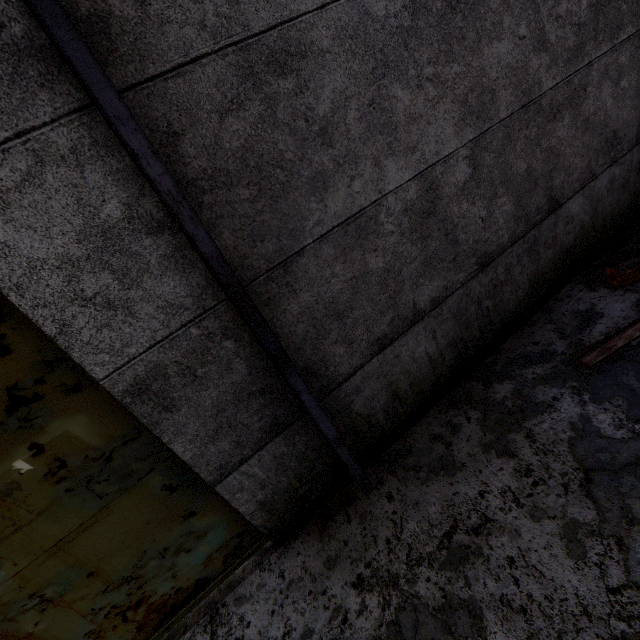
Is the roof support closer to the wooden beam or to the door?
the door

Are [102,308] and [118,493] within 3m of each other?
yes

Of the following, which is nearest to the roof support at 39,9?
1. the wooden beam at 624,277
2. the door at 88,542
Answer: the door at 88,542

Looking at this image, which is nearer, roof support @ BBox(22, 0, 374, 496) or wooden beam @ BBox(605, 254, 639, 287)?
roof support @ BBox(22, 0, 374, 496)

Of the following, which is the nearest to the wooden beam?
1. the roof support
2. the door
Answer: the roof support

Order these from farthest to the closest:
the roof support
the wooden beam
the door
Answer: the wooden beam, the door, the roof support

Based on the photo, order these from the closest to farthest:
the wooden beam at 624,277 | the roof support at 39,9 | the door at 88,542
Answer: the roof support at 39,9 < the door at 88,542 < the wooden beam at 624,277
